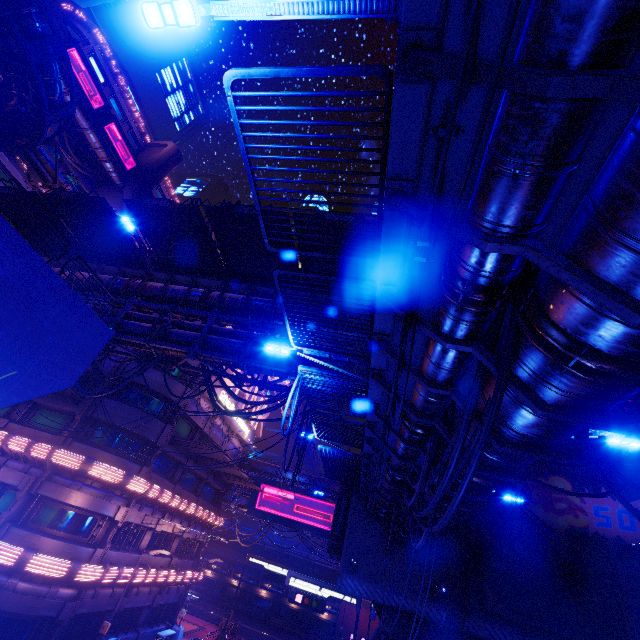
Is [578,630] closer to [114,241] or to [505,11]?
[505,11]

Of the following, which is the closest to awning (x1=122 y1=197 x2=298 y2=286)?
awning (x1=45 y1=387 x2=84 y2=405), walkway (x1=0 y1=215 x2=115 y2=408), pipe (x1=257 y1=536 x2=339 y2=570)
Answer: walkway (x1=0 y1=215 x2=115 y2=408)

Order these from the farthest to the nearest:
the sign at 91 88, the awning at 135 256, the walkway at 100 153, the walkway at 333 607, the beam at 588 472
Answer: the walkway at 333 607 → the walkway at 100 153 → the sign at 91 88 → the beam at 588 472 → the awning at 135 256

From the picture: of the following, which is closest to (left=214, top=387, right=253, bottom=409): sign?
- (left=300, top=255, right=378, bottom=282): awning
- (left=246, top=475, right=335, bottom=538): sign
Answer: (left=246, top=475, right=335, bottom=538): sign

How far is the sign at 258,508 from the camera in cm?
3716

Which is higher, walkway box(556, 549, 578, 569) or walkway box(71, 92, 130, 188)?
walkway box(71, 92, 130, 188)

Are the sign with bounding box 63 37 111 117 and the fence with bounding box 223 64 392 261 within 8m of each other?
no

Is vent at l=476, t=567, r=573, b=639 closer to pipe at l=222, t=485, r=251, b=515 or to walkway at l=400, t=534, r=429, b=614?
walkway at l=400, t=534, r=429, b=614
